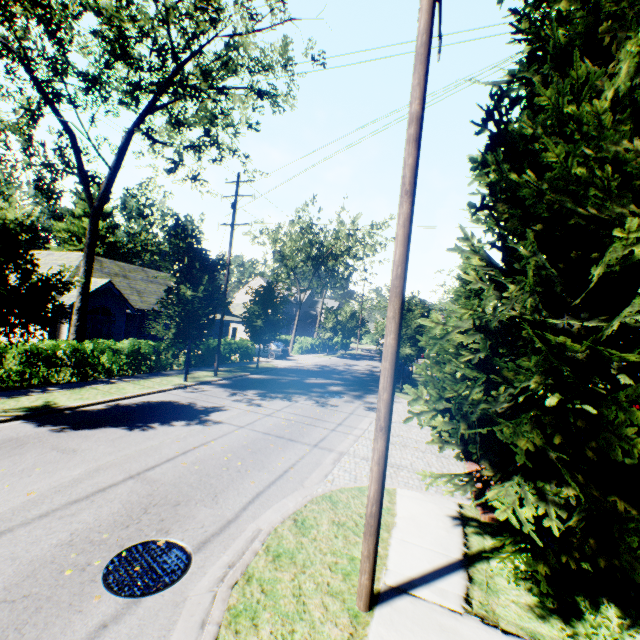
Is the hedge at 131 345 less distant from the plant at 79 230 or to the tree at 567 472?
the tree at 567 472

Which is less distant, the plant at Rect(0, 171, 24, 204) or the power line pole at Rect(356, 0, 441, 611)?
the power line pole at Rect(356, 0, 441, 611)

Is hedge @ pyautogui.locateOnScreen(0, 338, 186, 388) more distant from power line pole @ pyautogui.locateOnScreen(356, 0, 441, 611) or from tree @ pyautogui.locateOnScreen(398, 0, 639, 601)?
power line pole @ pyautogui.locateOnScreen(356, 0, 441, 611)

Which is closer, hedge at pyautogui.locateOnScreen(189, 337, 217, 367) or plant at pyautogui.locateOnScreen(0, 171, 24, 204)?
hedge at pyautogui.locateOnScreen(189, 337, 217, 367)

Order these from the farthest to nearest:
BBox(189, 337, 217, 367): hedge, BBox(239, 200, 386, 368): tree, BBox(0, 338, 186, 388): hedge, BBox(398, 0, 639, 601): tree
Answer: BBox(239, 200, 386, 368): tree, BBox(189, 337, 217, 367): hedge, BBox(0, 338, 186, 388): hedge, BBox(398, 0, 639, 601): tree

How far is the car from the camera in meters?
30.1 m

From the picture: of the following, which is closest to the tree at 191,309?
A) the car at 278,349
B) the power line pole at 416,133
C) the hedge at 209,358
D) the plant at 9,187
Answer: the power line pole at 416,133

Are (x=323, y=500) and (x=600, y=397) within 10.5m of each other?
yes
